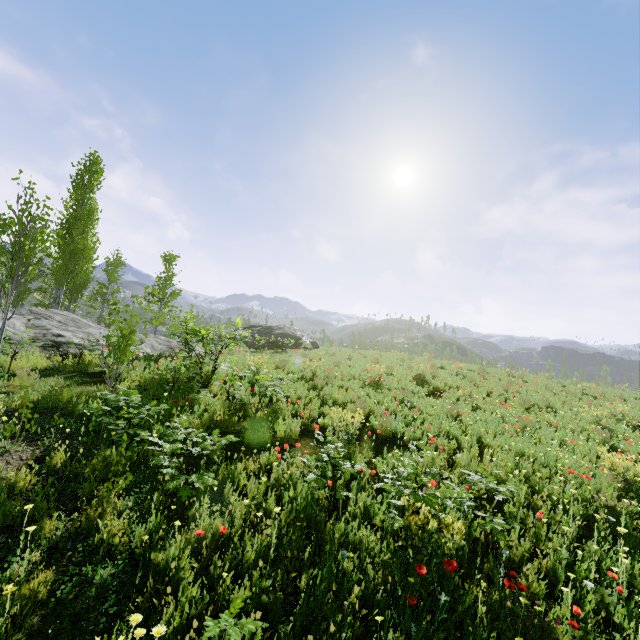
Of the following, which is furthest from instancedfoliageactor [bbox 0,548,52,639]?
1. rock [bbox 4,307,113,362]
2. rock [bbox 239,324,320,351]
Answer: rock [bbox 239,324,320,351]

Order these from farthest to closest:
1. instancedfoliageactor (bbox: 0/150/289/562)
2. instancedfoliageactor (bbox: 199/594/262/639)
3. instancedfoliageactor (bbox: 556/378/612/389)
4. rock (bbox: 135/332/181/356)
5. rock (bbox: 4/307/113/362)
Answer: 1. instancedfoliageactor (bbox: 556/378/612/389)
2. rock (bbox: 135/332/181/356)
3. rock (bbox: 4/307/113/362)
4. instancedfoliageactor (bbox: 0/150/289/562)
5. instancedfoliageactor (bbox: 199/594/262/639)

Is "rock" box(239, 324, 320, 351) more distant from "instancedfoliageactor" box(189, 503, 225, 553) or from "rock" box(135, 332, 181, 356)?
"instancedfoliageactor" box(189, 503, 225, 553)

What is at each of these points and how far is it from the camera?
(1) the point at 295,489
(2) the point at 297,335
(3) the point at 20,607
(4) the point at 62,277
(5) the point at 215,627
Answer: (1) instancedfoliageactor, 4.4m
(2) rock, 31.3m
(3) instancedfoliageactor, 2.5m
(4) instancedfoliageactor, 17.7m
(5) instancedfoliageactor, 2.3m

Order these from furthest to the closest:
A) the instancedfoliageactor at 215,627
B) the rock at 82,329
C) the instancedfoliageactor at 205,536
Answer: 1. the rock at 82,329
2. the instancedfoliageactor at 205,536
3. the instancedfoliageactor at 215,627

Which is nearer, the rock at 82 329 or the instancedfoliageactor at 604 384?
the rock at 82 329

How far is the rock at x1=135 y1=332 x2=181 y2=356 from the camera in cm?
1499
